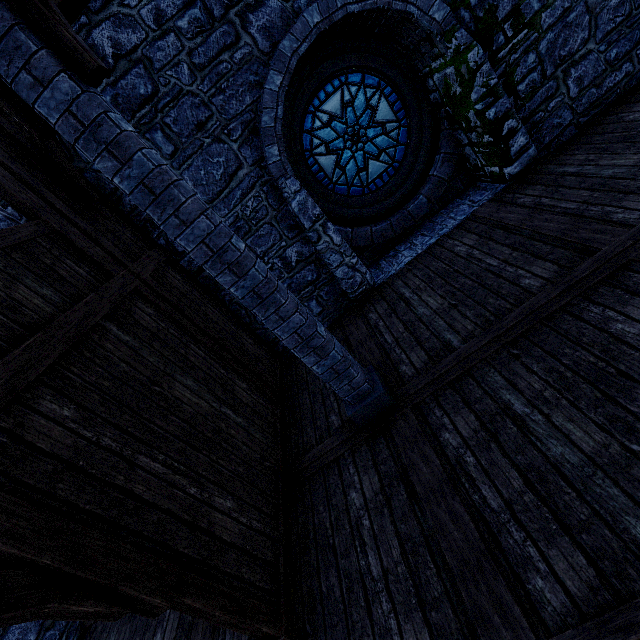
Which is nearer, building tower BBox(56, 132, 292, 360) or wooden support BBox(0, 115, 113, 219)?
wooden support BBox(0, 115, 113, 219)

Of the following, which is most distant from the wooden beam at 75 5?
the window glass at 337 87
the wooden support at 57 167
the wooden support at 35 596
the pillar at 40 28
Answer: the wooden support at 35 596

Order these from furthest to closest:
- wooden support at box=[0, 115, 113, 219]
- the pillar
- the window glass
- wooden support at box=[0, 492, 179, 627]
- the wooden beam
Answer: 1. the window glass
2. wooden support at box=[0, 115, 113, 219]
3. the wooden beam
4. the pillar
5. wooden support at box=[0, 492, 179, 627]

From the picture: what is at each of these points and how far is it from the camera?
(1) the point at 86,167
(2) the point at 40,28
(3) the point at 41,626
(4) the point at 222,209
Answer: (1) building tower, 4.77m
(2) pillar, 2.14m
(3) building tower, 4.57m
(4) building tower, 5.26m

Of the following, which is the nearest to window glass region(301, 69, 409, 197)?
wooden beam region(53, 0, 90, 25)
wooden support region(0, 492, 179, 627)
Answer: wooden beam region(53, 0, 90, 25)

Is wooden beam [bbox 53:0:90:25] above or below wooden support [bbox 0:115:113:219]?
above

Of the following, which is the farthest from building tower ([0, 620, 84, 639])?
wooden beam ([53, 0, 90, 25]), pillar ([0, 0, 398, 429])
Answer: pillar ([0, 0, 398, 429])

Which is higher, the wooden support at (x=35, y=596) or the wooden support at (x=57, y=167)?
the wooden support at (x=57, y=167)
